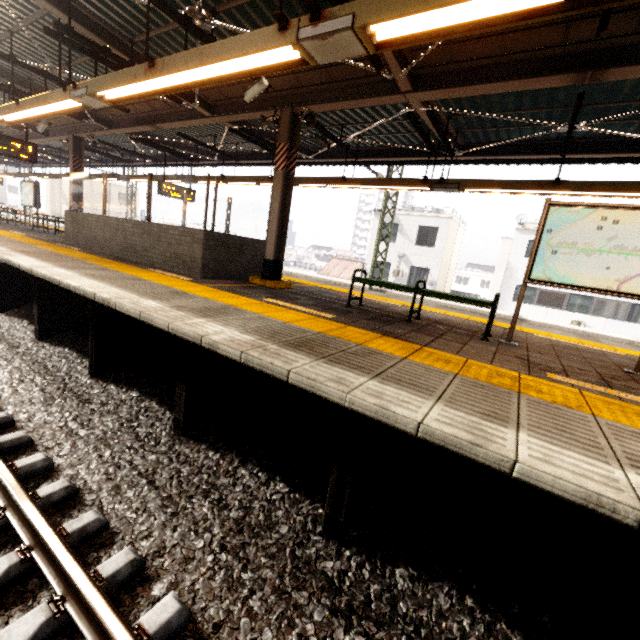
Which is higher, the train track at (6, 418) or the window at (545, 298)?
the window at (545, 298)

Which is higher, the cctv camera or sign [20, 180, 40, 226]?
the cctv camera

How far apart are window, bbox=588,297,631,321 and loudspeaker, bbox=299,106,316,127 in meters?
21.8 m

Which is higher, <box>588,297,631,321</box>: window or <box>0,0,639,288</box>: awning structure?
<box>0,0,639,288</box>: awning structure

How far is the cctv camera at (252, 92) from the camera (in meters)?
5.60

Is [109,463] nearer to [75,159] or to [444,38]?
[444,38]

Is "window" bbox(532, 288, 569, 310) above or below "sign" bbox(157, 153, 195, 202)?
below

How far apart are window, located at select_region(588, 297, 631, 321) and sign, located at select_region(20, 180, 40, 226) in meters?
30.0 m
